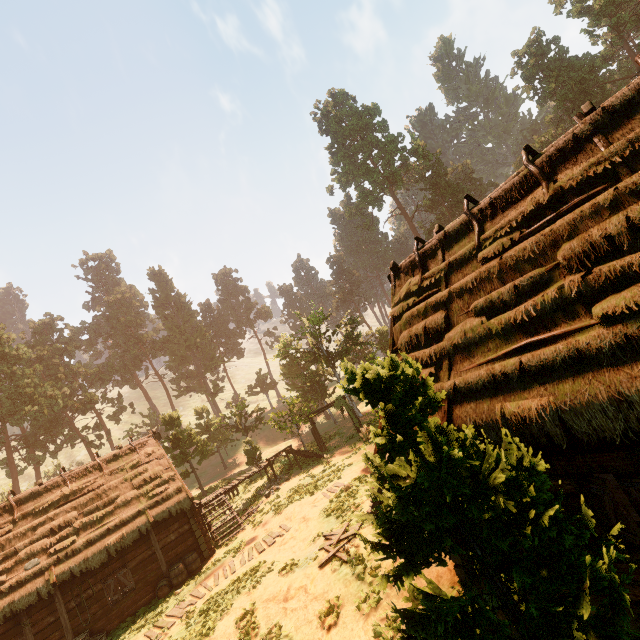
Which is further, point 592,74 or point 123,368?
point 123,368

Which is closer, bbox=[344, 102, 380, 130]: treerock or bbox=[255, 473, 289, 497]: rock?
bbox=[255, 473, 289, 497]: rock

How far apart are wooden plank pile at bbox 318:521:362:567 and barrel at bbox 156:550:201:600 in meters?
8.3

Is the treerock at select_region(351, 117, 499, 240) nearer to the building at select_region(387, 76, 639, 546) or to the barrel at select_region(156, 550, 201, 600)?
the building at select_region(387, 76, 639, 546)

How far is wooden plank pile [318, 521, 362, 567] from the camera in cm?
1103

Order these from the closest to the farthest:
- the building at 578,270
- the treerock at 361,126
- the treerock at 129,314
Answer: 1. the treerock at 129,314
2. the building at 578,270
3. the treerock at 361,126

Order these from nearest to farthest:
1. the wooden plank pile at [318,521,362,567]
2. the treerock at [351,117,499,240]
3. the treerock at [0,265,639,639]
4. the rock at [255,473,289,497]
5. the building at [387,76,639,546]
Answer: the treerock at [0,265,639,639]
the building at [387,76,639,546]
the wooden plank pile at [318,521,362,567]
the rock at [255,473,289,497]
the treerock at [351,117,499,240]

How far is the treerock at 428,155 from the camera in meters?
54.2
